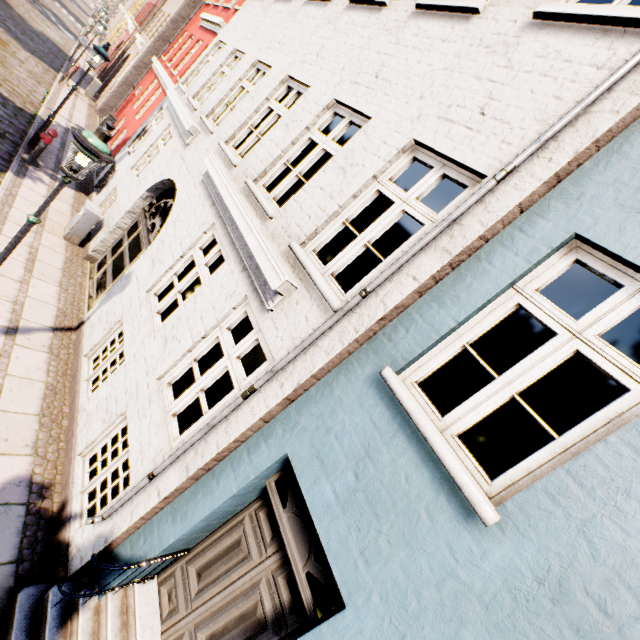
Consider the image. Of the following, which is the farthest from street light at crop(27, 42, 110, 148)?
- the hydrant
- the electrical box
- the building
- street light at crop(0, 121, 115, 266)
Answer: street light at crop(0, 121, 115, 266)

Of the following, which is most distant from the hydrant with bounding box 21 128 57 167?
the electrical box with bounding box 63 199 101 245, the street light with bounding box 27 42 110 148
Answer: the electrical box with bounding box 63 199 101 245

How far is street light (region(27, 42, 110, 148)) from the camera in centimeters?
921cm

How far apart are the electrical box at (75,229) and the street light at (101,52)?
3.9m

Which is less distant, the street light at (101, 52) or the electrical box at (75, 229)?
the electrical box at (75, 229)

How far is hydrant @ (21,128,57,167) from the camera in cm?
920

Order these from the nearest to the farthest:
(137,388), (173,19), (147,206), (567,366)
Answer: (137,388) → (567,366) → (147,206) → (173,19)

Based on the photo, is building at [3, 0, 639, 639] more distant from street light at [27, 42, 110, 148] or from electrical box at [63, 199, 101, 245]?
street light at [27, 42, 110, 148]
